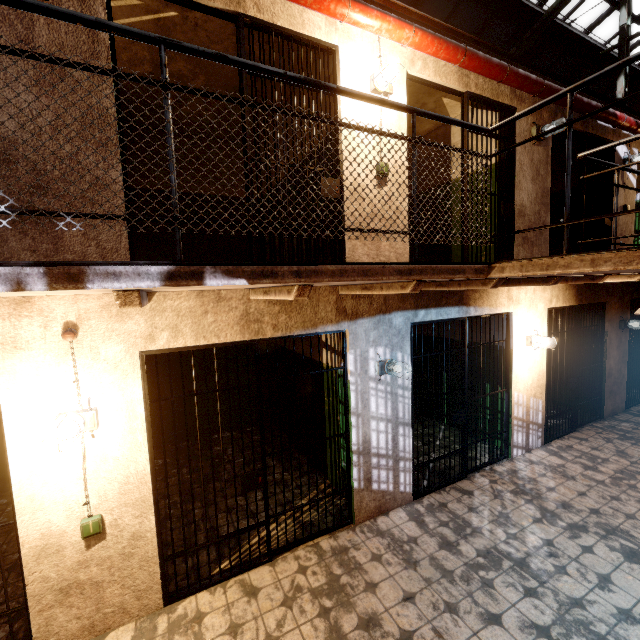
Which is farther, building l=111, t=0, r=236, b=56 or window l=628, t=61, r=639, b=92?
window l=628, t=61, r=639, b=92

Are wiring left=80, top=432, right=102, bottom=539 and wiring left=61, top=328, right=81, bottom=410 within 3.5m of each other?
yes

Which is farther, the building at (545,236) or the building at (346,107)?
the building at (545,236)

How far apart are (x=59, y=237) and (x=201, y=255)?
3.9m

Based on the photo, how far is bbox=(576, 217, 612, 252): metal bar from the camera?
5.75m

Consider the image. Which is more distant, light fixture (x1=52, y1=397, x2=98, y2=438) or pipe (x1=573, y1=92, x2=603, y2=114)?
pipe (x1=573, y1=92, x2=603, y2=114)

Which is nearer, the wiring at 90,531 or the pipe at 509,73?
the wiring at 90,531

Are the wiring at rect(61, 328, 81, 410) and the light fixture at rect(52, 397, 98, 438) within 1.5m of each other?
yes
